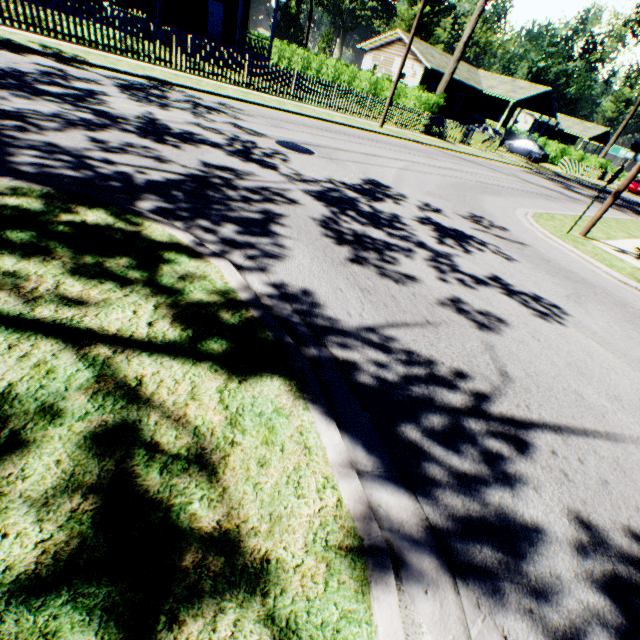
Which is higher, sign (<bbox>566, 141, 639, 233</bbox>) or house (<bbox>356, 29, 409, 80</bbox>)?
house (<bbox>356, 29, 409, 80</bbox>)

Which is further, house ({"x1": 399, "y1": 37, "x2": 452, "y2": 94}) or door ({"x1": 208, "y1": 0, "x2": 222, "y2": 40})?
house ({"x1": 399, "y1": 37, "x2": 452, "y2": 94})

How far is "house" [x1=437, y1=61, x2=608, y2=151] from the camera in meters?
36.7 m

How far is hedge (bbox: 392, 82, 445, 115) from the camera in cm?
2111

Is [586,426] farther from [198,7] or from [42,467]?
[198,7]

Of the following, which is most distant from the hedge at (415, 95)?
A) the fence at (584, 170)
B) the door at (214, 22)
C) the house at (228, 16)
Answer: the fence at (584, 170)

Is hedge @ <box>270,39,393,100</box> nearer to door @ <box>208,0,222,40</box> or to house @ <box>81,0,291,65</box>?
house @ <box>81,0,291,65</box>

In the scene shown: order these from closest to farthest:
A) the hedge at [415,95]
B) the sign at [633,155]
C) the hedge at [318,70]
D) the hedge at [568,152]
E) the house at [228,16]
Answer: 1. the sign at [633,155]
2. the house at [228,16]
3. the hedge at [415,95]
4. the hedge at [318,70]
5. the hedge at [568,152]
